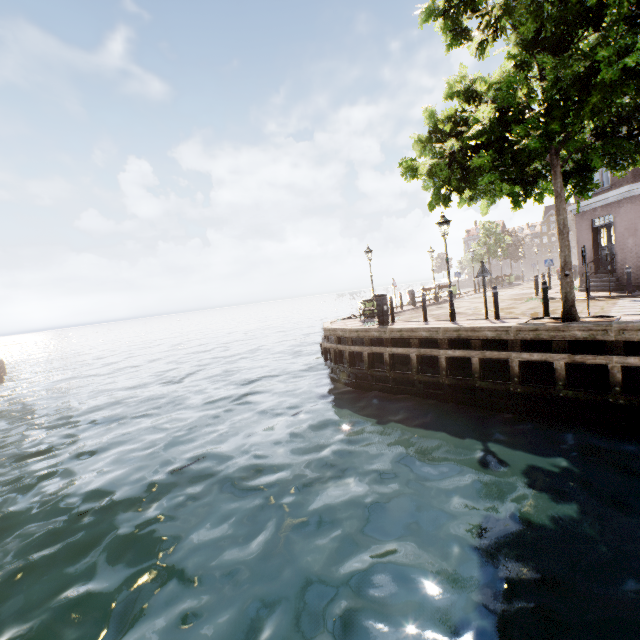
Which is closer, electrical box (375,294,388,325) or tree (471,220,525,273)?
electrical box (375,294,388,325)

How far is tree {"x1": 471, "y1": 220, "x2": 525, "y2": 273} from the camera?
37.2 meters

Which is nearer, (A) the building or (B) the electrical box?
(B) the electrical box

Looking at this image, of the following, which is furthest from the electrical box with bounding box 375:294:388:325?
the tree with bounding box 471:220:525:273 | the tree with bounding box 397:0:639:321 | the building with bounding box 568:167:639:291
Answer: the tree with bounding box 471:220:525:273

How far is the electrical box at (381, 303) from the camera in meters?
12.2 m

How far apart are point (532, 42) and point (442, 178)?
3.3 meters

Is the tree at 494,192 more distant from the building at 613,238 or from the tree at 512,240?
the tree at 512,240
